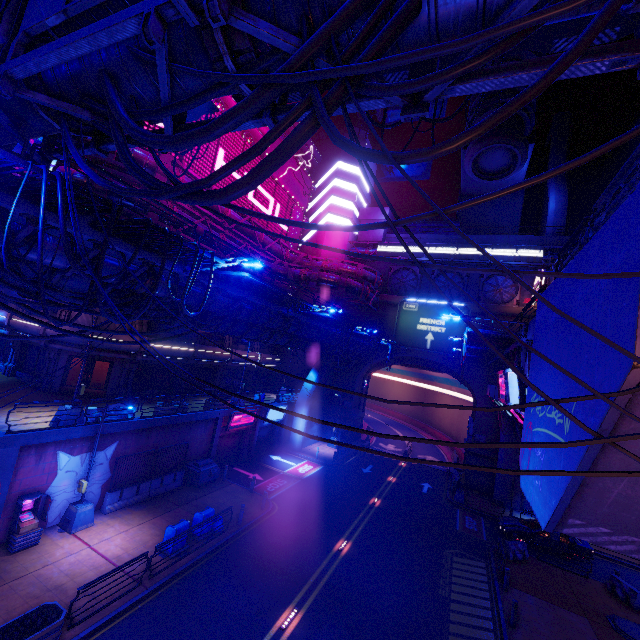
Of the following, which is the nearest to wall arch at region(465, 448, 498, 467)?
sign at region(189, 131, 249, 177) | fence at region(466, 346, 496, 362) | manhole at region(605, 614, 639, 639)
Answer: sign at region(189, 131, 249, 177)

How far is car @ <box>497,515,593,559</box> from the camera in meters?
20.9

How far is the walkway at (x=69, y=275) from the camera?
8.90m

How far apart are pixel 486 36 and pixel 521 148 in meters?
36.7

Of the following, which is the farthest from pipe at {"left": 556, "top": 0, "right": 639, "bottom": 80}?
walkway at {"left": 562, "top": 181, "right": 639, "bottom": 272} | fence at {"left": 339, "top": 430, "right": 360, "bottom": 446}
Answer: fence at {"left": 339, "top": 430, "right": 360, "bottom": 446}

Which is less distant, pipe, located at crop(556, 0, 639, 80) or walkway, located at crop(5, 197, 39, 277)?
pipe, located at crop(556, 0, 639, 80)

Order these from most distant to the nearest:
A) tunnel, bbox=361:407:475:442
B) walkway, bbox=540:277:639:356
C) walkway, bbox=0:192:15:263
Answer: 1. tunnel, bbox=361:407:475:442
2. walkway, bbox=0:192:15:263
3. walkway, bbox=540:277:639:356

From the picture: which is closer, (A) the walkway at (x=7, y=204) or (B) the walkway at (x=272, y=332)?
(A) the walkway at (x=7, y=204)
